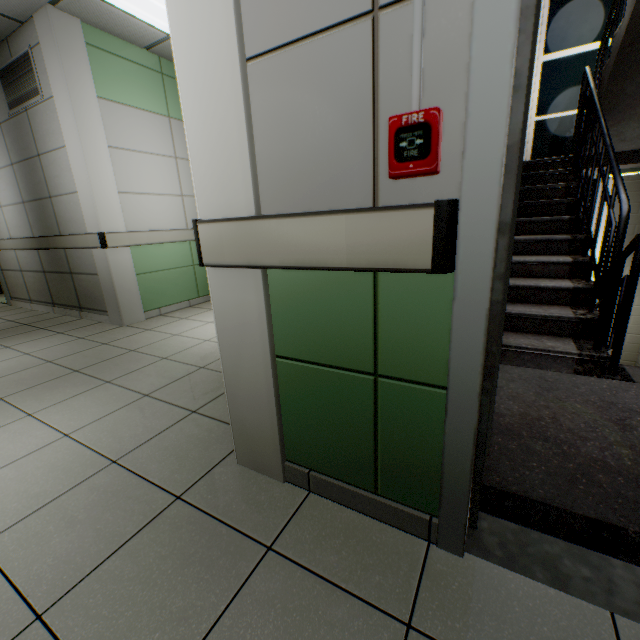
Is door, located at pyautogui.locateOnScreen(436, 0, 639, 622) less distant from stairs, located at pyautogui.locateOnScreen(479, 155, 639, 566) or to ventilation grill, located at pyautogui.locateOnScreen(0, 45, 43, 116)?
stairs, located at pyautogui.locateOnScreen(479, 155, 639, 566)

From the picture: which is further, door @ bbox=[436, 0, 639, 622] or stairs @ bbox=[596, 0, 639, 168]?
stairs @ bbox=[596, 0, 639, 168]

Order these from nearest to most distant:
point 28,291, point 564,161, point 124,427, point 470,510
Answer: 1. point 470,510
2. point 124,427
3. point 564,161
4. point 28,291

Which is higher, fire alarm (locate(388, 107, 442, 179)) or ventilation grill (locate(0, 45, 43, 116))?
ventilation grill (locate(0, 45, 43, 116))

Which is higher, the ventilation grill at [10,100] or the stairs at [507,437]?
the ventilation grill at [10,100]

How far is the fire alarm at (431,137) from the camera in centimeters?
77cm

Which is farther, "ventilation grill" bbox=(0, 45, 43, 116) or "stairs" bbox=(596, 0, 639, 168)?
"ventilation grill" bbox=(0, 45, 43, 116)
